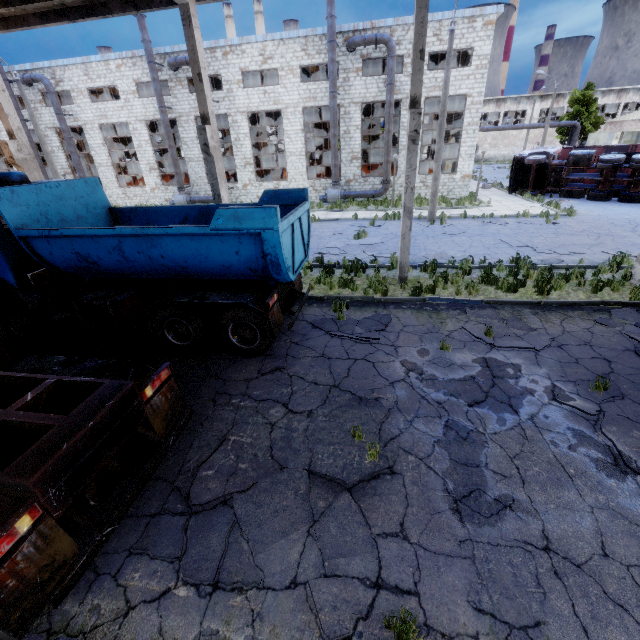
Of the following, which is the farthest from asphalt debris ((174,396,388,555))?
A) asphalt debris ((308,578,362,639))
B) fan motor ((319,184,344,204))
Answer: fan motor ((319,184,344,204))

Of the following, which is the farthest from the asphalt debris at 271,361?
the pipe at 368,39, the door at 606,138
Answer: the door at 606,138

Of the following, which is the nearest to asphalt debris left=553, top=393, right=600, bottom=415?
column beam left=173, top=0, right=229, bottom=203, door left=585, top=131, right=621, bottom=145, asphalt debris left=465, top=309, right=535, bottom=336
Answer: asphalt debris left=465, top=309, right=535, bottom=336

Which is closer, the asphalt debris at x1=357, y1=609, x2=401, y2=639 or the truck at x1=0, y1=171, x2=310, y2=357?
the asphalt debris at x1=357, y1=609, x2=401, y2=639

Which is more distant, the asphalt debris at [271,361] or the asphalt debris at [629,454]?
the asphalt debris at [271,361]

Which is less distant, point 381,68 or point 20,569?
point 20,569

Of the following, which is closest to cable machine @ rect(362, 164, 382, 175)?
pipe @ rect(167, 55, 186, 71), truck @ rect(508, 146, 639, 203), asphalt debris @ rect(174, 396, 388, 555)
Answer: truck @ rect(508, 146, 639, 203)

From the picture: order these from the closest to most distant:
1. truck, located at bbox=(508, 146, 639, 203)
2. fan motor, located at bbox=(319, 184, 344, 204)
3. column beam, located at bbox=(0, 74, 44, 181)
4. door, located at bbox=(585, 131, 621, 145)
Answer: column beam, located at bbox=(0, 74, 44, 181) → truck, located at bbox=(508, 146, 639, 203) → fan motor, located at bbox=(319, 184, 344, 204) → door, located at bbox=(585, 131, 621, 145)
